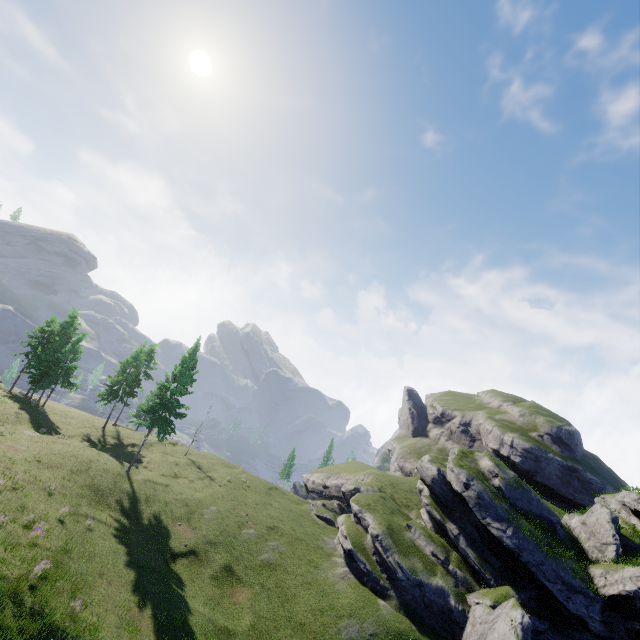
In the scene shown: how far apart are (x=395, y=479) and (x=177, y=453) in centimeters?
3322cm
